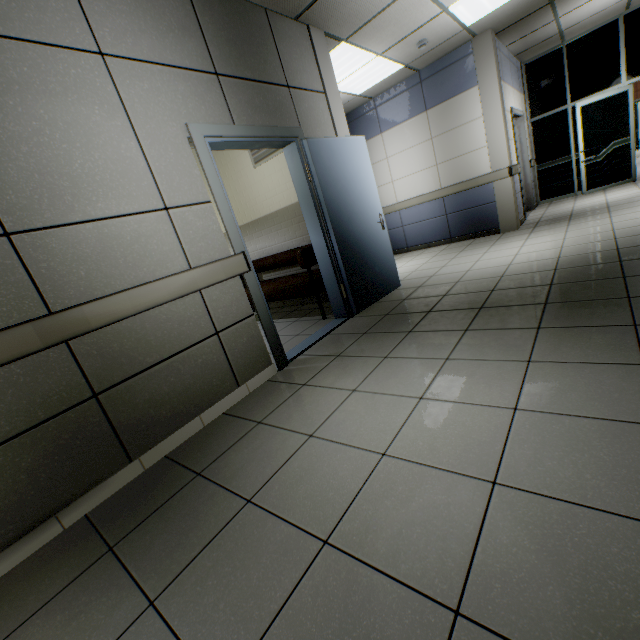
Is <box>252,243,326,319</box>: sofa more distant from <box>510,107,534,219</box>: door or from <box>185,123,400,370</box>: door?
<box>510,107,534,219</box>: door

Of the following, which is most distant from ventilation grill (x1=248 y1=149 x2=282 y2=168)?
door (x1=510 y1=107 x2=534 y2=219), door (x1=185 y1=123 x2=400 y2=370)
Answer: door (x1=510 y1=107 x2=534 y2=219)

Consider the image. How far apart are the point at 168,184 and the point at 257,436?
1.93m

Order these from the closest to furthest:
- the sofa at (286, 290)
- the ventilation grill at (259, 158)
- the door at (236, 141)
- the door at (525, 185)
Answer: the door at (236, 141) → the sofa at (286, 290) → the ventilation grill at (259, 158) → the door at (525, 185)

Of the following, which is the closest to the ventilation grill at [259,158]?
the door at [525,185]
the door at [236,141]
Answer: the door at [236,141]

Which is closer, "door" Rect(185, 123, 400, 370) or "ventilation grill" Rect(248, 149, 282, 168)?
"door" Rect(185, 123, 400, 370)
